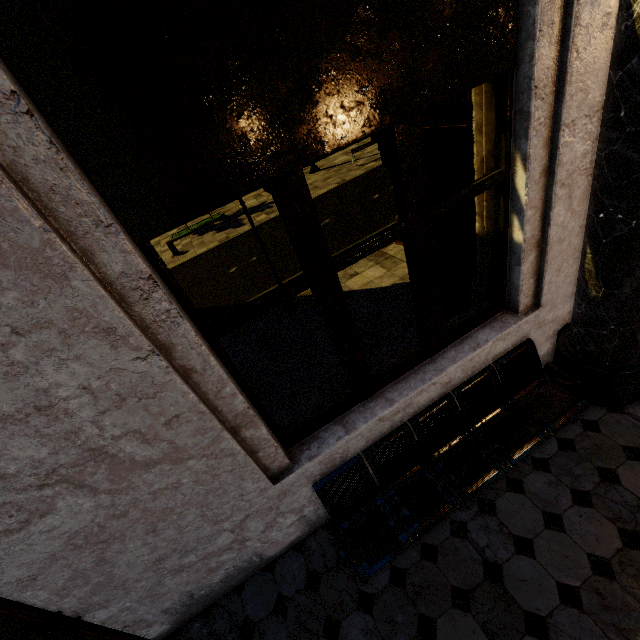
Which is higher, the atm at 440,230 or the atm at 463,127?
the atm at 463,127

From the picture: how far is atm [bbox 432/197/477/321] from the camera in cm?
346

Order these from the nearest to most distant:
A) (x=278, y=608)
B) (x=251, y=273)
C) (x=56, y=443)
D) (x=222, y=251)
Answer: (x=56, y=443), (x=278, y=608), (x=251, y=273), (x=222, y=251)

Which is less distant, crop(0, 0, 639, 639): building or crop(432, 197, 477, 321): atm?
crop(0, 0, 639, 639): building

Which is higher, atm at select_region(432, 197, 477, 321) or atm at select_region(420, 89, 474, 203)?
atm at select_region(420, 89, 474, 203)

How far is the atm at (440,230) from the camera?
3.46m

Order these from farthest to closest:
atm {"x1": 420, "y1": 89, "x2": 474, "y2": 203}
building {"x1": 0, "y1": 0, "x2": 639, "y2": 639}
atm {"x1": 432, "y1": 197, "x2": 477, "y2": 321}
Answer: atm {"x1": 432, "y1": 197, "x2": 477, "y2": 321} → atm {"x1": 420, "y1": 89, "x2": 474, "y2": 203} → building {"x1": 0, "y1": 0, "x2": 639, "y2": 639}
